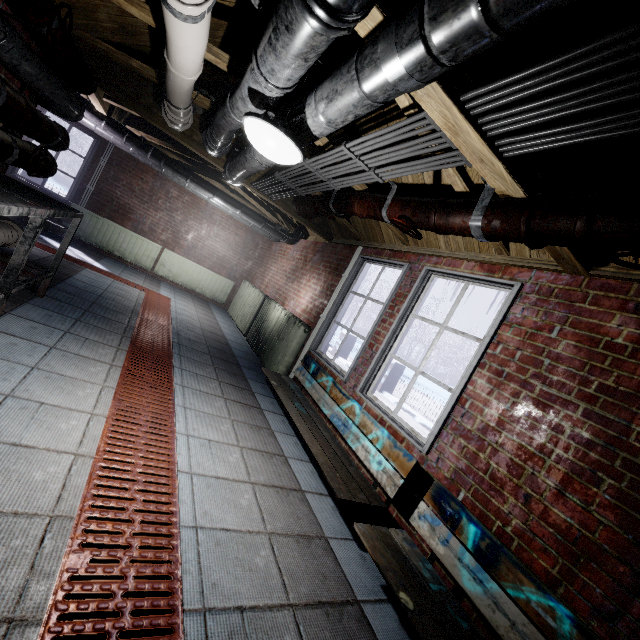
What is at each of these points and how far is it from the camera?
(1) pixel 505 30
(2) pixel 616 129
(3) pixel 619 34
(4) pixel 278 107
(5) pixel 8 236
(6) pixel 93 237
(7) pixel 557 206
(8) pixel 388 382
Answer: (1) pipe, 0.7 meters
(2) wire, 1.0 meters
(3) wire, 0.7 meters
(4) beam, 2.4 meters
(5) pipe, 2.5 meters
(6) radiator, 6.0 meters
(7) pipe, 1.2 meters
(8) fence, 8.5 meters

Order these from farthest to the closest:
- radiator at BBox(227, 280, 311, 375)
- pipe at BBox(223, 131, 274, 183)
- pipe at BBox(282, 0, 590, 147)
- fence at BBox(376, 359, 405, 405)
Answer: fence at BBox(376, 359, 405, 405)
radiator at BBox(227, 280, 311, 375)
pipe at BBox(223, 131, 274, 183)
pipe at BBox(282, 0, 590, 147)

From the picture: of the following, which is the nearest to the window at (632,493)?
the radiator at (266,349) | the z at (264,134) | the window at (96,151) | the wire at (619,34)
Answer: the radiator at (266,349)

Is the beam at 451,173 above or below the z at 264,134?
above

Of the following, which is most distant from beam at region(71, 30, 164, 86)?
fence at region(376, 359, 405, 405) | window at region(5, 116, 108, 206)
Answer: fence at region(376, 359, 405, 405)

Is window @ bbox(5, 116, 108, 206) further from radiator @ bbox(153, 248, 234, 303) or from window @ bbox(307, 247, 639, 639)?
window @ bbox(307, 247, 639, 639)

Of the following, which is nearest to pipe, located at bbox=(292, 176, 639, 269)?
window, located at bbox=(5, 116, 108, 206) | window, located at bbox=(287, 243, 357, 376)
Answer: window, located at bbox=(287, 243, 357, 376)

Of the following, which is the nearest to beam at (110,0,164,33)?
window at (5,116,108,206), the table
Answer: the table
